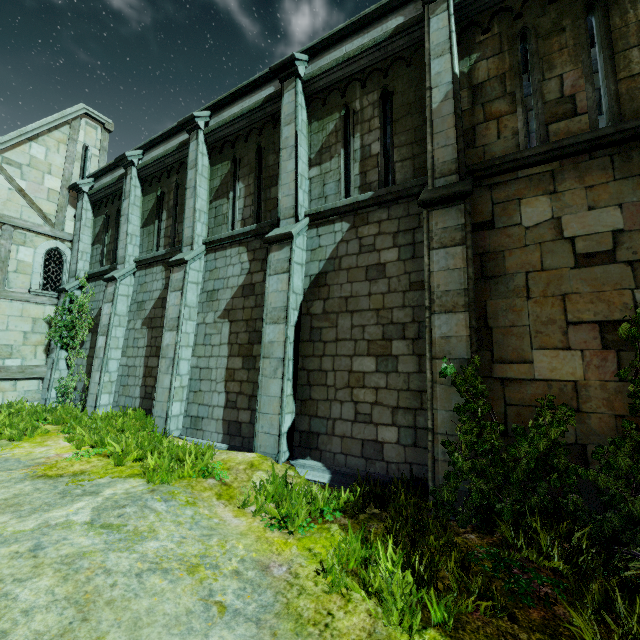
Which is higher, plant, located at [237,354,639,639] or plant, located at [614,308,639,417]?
plant, located at [614,308,639,417]

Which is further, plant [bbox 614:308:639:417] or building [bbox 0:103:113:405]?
building [bbox 0:103:113:405]

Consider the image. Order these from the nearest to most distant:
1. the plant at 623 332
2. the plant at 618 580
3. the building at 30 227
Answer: the plant at 618 580 → the plant at 623 332 → the building at 30 227

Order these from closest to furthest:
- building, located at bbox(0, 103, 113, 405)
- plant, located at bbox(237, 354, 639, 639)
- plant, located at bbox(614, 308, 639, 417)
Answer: plant, located at bbox(237, 354, 639, 639), plant, located at bbox(614, 308, 639, 417), building, located at bbox(0, 103, 113, 405)

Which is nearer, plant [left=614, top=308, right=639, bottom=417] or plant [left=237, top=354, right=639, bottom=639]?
plant [left=237, top=354, right=639, bottom=639]

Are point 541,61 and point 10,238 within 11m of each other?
no

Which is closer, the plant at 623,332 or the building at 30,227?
the plant at 623,332
